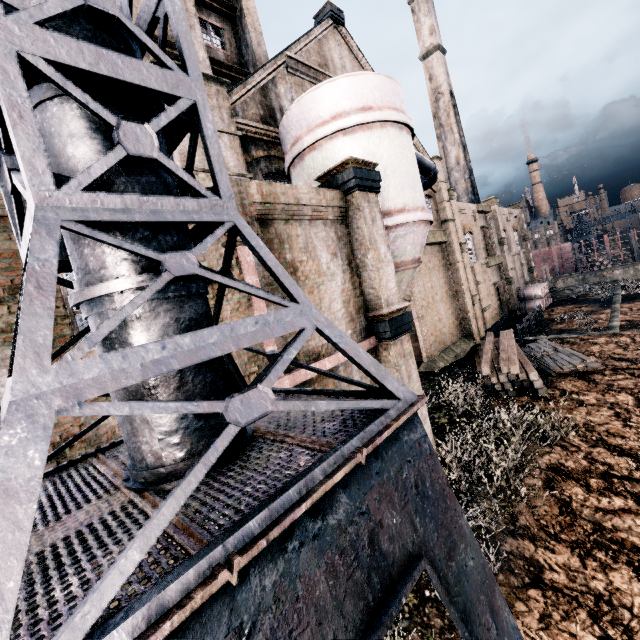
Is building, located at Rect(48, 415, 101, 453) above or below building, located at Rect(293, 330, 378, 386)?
above

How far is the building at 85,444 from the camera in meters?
4.4 m

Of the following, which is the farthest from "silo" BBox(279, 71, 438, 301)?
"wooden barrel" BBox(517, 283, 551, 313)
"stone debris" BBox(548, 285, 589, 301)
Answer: "stone debris" BBox(548, 285, 589, 301)

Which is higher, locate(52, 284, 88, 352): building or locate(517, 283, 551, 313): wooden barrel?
locate(52, 284, 88, 352): building

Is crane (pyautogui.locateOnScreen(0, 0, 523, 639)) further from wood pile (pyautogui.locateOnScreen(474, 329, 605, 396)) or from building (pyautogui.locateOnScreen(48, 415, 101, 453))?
wood pile (pyautogui.locateOnScreen(474, 329, 605, 396))

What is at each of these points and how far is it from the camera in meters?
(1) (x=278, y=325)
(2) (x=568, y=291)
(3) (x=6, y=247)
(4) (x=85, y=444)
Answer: (1) crane, 2.5 m
(2) stone debris, 41.6 m
(3) building, 4.3 m
(4) building, 4.7 m

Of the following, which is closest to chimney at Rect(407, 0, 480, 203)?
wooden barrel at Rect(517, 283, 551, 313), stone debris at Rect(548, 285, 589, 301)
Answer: wooden barrel at Rect(517, 283, 551, 313)

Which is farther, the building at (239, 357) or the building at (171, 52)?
the building at (171, 52)
